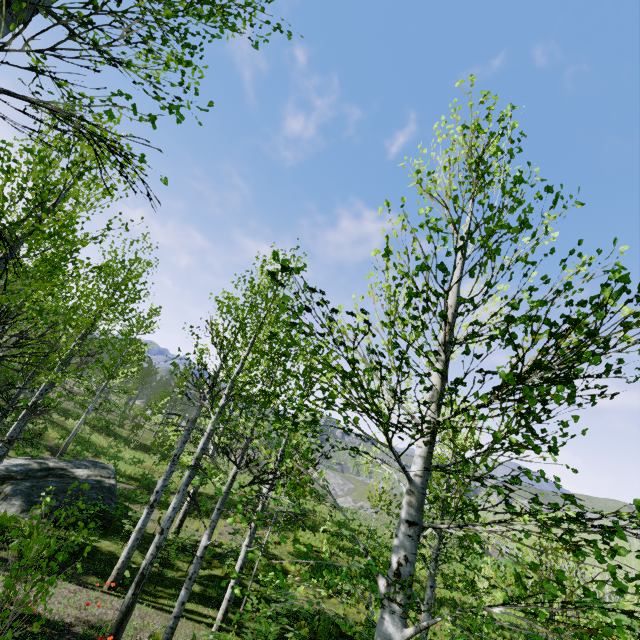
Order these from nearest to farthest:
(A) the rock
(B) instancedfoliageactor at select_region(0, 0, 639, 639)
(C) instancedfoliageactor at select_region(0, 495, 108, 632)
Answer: (B) instancedfoliageactor at select_region(0, 0, 639, 639) → (C) instancedfoliageactor at select_region(0, 495, 108, 632) → (A) the rock

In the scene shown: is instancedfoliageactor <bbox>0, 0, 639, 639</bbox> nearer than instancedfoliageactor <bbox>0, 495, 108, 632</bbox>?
Yes

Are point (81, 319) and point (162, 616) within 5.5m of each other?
no

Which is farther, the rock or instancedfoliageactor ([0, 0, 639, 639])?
the rock

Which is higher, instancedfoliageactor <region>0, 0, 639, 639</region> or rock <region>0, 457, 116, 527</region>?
instancedfoliageactor <region>0, 0, 639, 639</region>

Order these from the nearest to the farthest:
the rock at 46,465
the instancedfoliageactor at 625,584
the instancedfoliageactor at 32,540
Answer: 1. the instancedfoliageactor at 625,584
2. the instancedfoliageactor at 32,540
3. the rock at 46,465

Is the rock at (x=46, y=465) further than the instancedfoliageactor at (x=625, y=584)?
Yes
